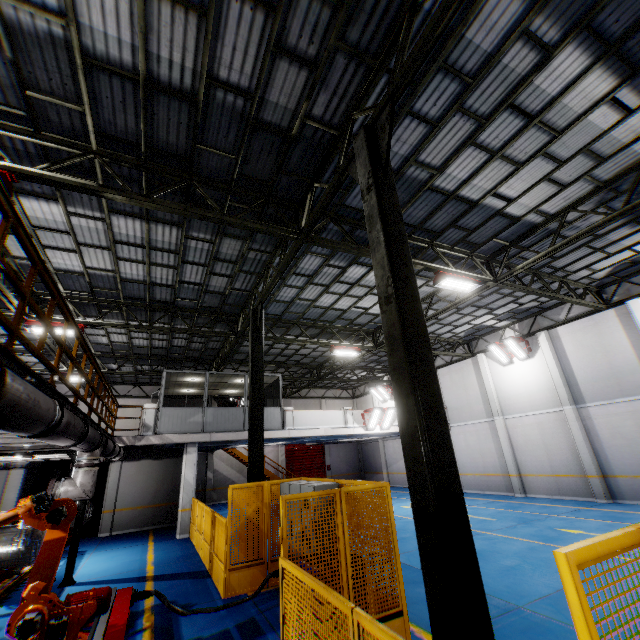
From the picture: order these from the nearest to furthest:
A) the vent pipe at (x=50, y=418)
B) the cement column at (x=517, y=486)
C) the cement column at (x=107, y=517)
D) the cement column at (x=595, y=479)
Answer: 1. the vent pipe at (x=50, y=418)
2. the cement column at (x=595, y=479)
3. the cement column at (x=107, y=517)
4. the cement column at (x=517, y=486)

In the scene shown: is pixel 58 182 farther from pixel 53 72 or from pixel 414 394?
pixel 414 394

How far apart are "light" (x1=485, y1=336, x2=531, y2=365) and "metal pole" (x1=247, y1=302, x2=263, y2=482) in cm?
1360

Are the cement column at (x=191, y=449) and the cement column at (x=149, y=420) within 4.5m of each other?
yes

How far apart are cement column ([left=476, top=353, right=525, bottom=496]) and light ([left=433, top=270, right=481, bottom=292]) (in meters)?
10.64

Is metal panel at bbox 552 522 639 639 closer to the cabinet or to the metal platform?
the cabinet

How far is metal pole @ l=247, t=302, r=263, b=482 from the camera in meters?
9.9

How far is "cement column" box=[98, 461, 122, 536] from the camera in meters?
15.4
